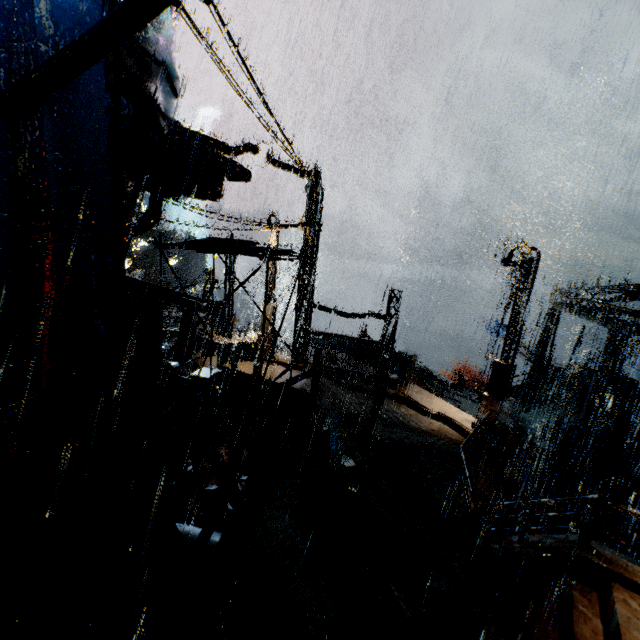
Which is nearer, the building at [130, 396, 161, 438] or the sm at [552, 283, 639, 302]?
the building at [130, 396, 161, 438]

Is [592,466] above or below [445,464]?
below

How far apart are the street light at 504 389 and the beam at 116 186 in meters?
12.5 m

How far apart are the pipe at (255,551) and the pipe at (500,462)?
8.8m

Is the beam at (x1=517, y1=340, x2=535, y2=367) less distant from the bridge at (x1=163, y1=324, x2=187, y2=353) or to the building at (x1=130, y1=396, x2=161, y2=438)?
the building at (x1=130, y1=396, x2=161, y2=438)

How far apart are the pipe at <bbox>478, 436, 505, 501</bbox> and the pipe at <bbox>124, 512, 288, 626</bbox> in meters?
8.8

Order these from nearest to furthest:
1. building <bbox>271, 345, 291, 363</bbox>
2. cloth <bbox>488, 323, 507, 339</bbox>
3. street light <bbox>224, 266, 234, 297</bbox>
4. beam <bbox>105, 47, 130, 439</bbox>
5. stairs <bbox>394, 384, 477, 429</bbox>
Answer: beam <bbox>105, 47, 130, 439</bbox>, stairs <bbox>394, 384, 477, 429</bbox>, building <bbox>271, 345, 291, 363</bbox>, street light <bbox>224, 266, 234, 297</bbox>, cloth <bbox>488, 323, 507, 339</bbox>

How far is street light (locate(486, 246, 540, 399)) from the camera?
11.8m
